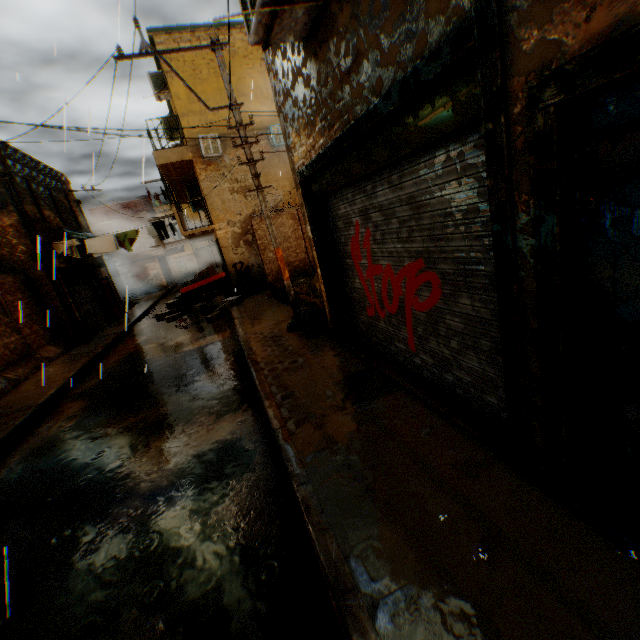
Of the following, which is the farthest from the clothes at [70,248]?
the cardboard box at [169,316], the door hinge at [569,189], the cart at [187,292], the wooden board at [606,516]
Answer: the wooden board at [606,516]

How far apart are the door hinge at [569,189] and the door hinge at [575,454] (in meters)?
1.47

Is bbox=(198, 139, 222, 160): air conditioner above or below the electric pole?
below

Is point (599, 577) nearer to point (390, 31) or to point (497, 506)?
point (497, 506)

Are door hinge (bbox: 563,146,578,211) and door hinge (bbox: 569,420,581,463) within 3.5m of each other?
yes

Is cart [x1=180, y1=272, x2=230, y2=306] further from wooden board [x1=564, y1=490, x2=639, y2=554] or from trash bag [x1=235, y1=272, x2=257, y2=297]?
wooden board [x1=564, y1=490, x2=639, y2=554]

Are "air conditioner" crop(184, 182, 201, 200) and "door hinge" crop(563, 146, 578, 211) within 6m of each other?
no

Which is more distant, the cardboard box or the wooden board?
the cardboard box
